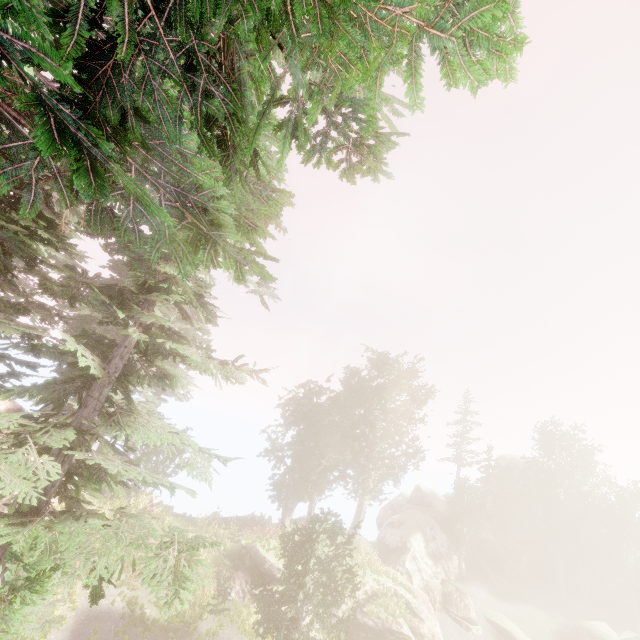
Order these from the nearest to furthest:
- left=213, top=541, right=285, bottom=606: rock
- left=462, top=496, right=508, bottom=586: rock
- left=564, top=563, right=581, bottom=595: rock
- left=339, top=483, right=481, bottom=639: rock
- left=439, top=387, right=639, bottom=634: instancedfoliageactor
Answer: left=213, top=541, right=285, bottom=606: rock → left=339, top=483, right=481, bottom=639: rock → left=462, top=496, right=508, bottom=586: rock → left=439, top=387, right=639, bottom=634: instancedfoliageactor → left=564, top=563, right=581, bottom=595: rock

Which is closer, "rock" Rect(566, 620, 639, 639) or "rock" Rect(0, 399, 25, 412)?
"rock" Rect(0, 399, 25, 412)

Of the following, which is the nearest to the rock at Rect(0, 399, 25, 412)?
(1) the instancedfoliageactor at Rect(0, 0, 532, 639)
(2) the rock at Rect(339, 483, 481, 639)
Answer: (1) the instancedfoliageactor at Rect(0, 0, 532, 639)

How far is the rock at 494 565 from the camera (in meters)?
34.31

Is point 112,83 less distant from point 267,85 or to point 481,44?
point 481,44

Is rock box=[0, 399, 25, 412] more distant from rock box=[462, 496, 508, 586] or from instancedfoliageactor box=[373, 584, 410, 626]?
rock box=[462, 496, 508, 586]
